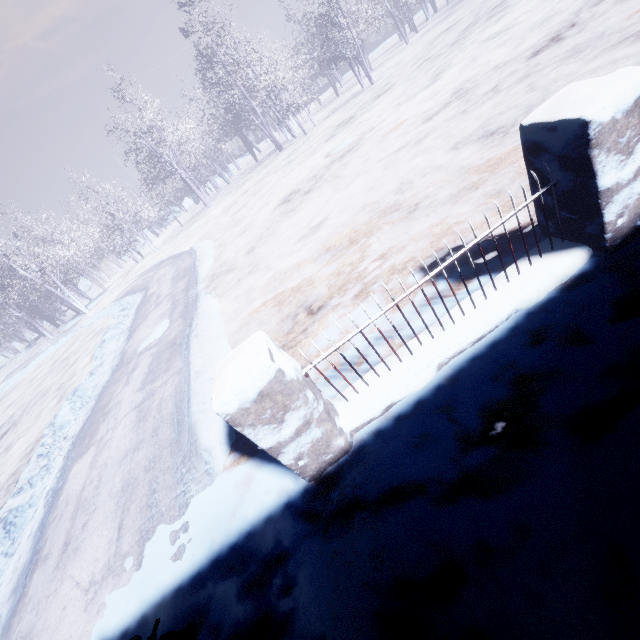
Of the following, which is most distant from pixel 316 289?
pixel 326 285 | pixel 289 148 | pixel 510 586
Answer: pixel 289 148
